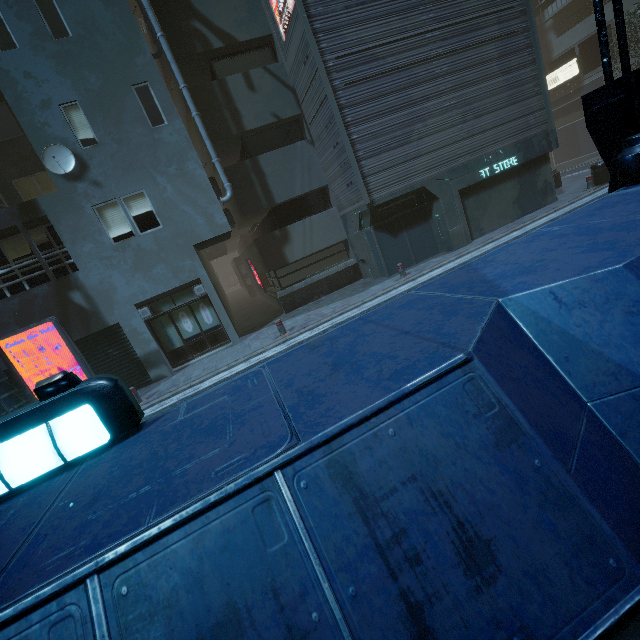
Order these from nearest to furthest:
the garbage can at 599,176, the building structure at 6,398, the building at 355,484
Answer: the building at 355,484 < the building structure at 6,398 < the garbage can at 599,176

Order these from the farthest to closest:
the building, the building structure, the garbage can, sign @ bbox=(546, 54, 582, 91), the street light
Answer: sign @ bbox=(546, 54, 582, 91)
the garbage can
the building structure
the street light
the building

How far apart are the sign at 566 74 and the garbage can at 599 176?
20.6m

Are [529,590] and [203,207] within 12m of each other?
no

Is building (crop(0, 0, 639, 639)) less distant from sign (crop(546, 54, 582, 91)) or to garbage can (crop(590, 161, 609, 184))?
sign (crop(546, 54, 582, 91))

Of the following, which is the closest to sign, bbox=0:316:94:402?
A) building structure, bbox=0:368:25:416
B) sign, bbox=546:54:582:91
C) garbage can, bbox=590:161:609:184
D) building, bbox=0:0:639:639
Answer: building structure, bbox=0:368:25:416

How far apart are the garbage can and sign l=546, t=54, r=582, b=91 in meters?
20.6 m

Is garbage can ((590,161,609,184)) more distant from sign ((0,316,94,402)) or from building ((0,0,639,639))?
sign ((0,316,94,402))
